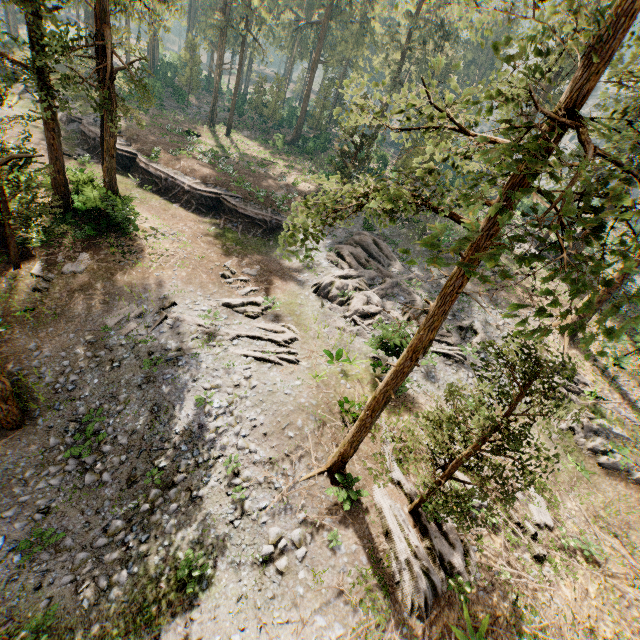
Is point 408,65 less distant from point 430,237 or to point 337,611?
point 430,237

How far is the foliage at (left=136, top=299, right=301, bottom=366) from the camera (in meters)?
17.09

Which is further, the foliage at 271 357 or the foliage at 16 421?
the foliage at 271 357

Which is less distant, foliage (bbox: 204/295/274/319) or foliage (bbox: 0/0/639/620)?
foliage (bbox: 0/0/639/620)

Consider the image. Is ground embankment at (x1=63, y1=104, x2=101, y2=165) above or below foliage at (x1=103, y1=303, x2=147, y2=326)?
above

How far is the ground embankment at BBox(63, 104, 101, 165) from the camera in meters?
29.5

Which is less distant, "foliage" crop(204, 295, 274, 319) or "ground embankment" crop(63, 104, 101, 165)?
"foliage" crop(204, 295, 274, 319)

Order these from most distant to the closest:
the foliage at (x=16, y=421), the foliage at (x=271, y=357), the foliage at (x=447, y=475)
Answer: the foliage at (x=271, y=357) → the foliage at (x=16, y=421) → the foliage at (x=447, y=475)
